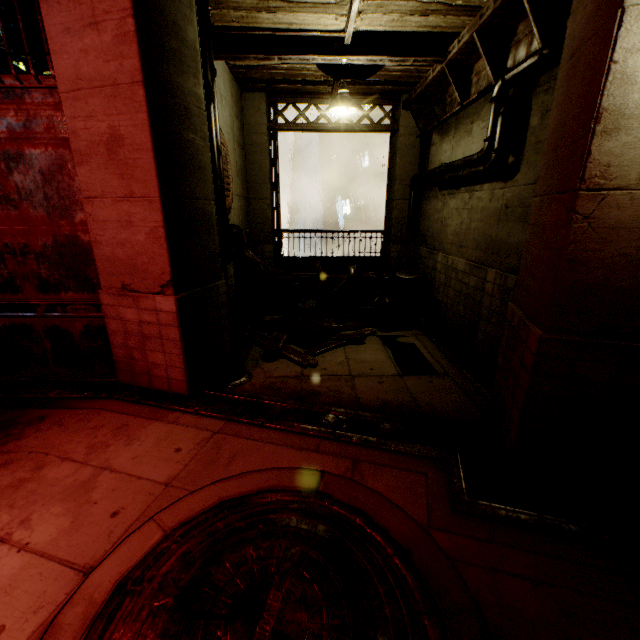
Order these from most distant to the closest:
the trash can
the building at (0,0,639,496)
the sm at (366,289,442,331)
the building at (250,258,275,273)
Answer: the building at (250,258,275,273)
the trash can
the sm at (366,289,442,331)
the building at (0,0,639,496)

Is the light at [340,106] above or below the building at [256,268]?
above

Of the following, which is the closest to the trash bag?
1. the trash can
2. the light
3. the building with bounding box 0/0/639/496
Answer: the trash can

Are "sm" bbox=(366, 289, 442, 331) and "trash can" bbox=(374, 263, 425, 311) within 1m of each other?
yes

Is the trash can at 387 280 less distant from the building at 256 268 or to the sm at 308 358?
the building at 256 268

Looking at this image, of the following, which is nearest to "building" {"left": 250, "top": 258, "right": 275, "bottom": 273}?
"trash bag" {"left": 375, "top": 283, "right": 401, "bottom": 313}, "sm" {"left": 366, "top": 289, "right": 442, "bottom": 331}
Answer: "sm" {"left": 366, "top": 289, "right": 442, "bottom": 331}

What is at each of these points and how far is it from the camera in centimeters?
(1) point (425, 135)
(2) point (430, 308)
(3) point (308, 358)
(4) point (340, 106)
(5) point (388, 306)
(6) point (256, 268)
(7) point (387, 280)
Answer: (1) building, 905cm
(2) sm, 831cm
(3) sm, 618cm
(4) light, 622cm
(5) trash bag, 885cm
(6) building, 1042cm
(7) trash can, 921cm
